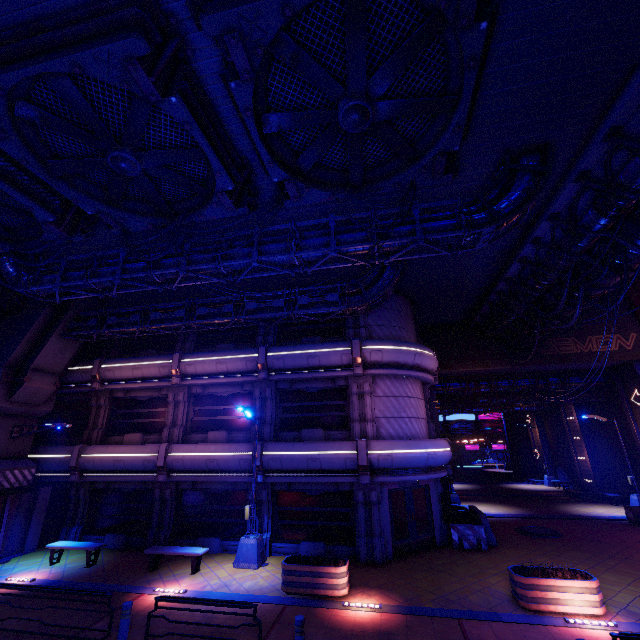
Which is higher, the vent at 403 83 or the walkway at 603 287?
the vent at 403 83

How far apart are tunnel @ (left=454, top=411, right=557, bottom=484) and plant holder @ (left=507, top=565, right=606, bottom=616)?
30.8 meters

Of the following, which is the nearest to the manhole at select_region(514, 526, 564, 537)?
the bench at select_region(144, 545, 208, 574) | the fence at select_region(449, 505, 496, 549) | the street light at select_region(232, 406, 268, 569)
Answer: the fence at select_region(449, 505, 496, 549)

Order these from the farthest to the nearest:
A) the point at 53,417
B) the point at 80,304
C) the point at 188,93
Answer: the point at 53,417
the point at 80,304
the point at 188,93

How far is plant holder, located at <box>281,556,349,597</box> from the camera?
10.3m

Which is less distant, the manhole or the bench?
the bench

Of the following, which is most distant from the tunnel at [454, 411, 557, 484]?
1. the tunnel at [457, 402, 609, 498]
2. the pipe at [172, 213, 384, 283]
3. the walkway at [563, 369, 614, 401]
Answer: the pipe at [172, 213, 384, 283]

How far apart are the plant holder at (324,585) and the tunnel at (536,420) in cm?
3409
